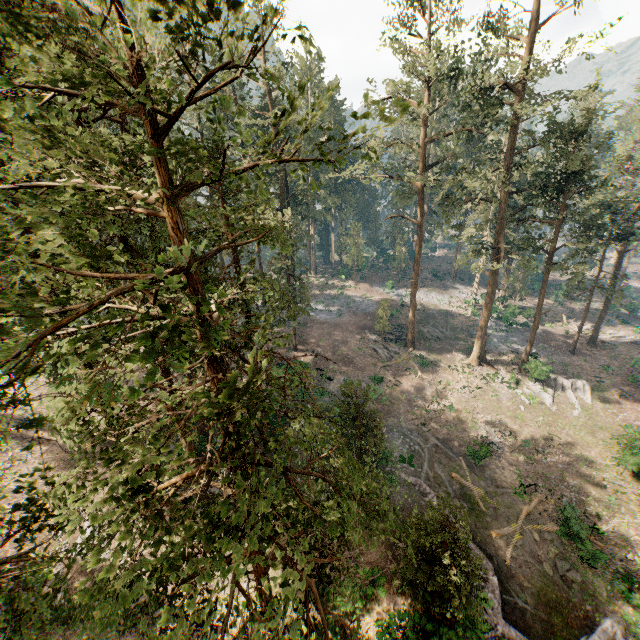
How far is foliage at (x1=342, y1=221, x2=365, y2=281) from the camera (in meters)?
A: 52.00

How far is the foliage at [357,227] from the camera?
52.0 meters

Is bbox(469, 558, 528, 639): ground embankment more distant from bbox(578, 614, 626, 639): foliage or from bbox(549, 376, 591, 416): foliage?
bbox(549, 376, 591, 416): foliage

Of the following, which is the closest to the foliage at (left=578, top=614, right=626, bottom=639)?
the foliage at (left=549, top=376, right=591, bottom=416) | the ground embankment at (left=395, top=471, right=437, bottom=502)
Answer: the foliage at (left=549, top=376, right=591, bottom=416)

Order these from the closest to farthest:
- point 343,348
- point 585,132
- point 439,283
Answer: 1. point 585,132
2. point 343,348
3. point 439,283

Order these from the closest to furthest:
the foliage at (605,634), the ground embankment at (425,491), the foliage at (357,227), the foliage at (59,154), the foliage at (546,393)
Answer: the foliage at (59,154)
the foliage at (605,634)
the ground embankment at (425,491)
the foliage at (546,393)
the foliage at (357,227)
